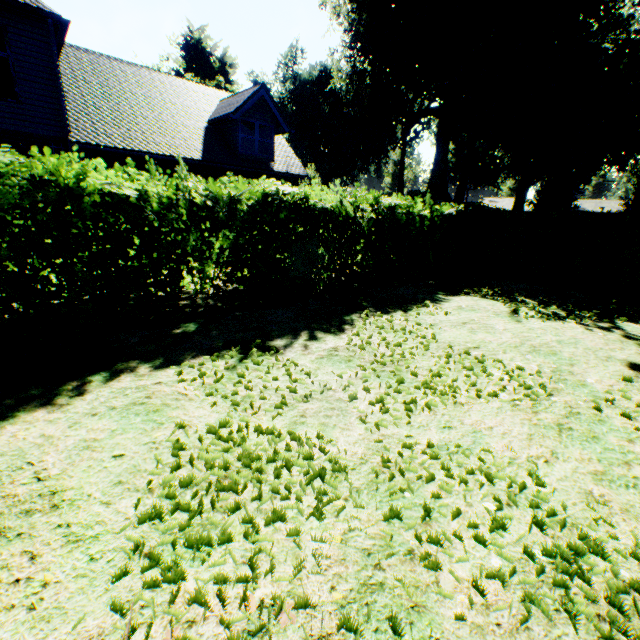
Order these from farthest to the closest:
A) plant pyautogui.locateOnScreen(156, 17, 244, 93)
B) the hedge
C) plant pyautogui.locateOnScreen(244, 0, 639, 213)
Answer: plant pyautogui.locateOnScreen(156, 17, 244, 93)
plant pyautogui.locateOnScreen(244, 0, 639, 213)
the hedge

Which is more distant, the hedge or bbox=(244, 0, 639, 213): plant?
bbox=(244, 0, 639, 213): plant

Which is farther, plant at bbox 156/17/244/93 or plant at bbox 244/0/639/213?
plant at bbox 156/17/244/93

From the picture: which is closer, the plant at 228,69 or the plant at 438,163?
the plant at 438,163

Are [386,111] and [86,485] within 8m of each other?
no

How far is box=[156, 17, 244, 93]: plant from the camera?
36.4 meters

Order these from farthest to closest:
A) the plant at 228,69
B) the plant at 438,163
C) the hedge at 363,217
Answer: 1. the plant at 228,69
2. the plant at 438,163
3. the hedge at 363,217
